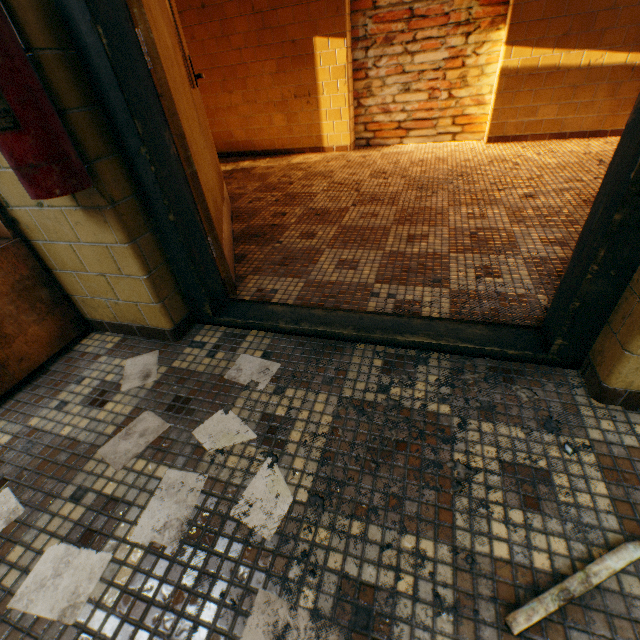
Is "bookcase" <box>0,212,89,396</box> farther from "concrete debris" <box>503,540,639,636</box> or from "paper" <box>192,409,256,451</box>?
"concrete debris" <box>503,540,639,636</box>

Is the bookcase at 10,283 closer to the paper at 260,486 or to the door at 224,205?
the door at 224,205

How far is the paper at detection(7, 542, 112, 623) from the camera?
0.81m

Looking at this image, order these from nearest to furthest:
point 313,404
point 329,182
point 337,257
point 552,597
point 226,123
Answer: point 552,597, point 313,404, point 337,257, point 329,182, point 226,123

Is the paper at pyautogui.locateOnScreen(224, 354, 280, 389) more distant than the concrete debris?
Yes

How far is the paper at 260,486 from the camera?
0.9m

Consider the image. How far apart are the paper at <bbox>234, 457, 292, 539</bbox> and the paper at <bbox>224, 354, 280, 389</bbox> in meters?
0.3

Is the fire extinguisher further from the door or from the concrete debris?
the concrete debris
